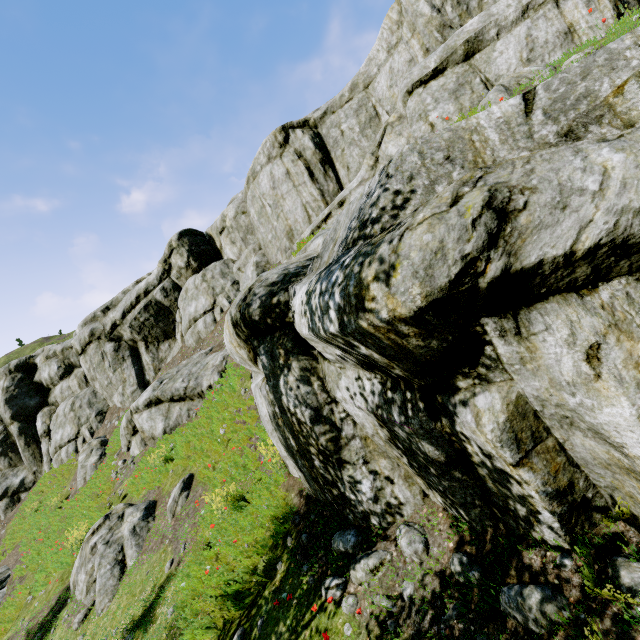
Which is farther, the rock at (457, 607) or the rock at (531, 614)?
the rock at (457, 607)

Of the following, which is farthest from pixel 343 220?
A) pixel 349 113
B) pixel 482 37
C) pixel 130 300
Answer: pixel 130 300

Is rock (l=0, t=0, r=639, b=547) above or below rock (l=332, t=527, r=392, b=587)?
above

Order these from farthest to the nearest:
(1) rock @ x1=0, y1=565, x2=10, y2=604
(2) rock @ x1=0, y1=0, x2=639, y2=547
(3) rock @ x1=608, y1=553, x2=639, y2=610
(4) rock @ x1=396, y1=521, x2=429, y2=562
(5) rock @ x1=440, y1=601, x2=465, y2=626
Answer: (1) rock @ x1=0, y1=565, x2=10, y2=604
(4) rock @ x1=396, y1=521, x2=429, y2=562
(5) rock @ x1=440, y1=601, x2=465, y2=626
(3) rock @ x1=608, y1=553, x2=639, y2=610
(2) rock @ x1=0, y1=0, x2=639, y2=547

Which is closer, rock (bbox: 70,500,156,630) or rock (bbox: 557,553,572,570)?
rock (bbox: 557,553,572,570)

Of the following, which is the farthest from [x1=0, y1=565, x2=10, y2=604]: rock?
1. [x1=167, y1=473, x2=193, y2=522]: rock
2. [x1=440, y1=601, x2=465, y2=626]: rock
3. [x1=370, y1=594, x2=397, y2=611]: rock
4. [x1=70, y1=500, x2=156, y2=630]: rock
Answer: [x1=440, y1=601, x2=465, y2=626]: rock

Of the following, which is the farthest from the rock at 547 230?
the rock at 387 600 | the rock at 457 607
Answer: the rock at 457 607

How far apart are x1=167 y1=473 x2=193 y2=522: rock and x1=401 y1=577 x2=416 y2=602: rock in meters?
7.4 m
